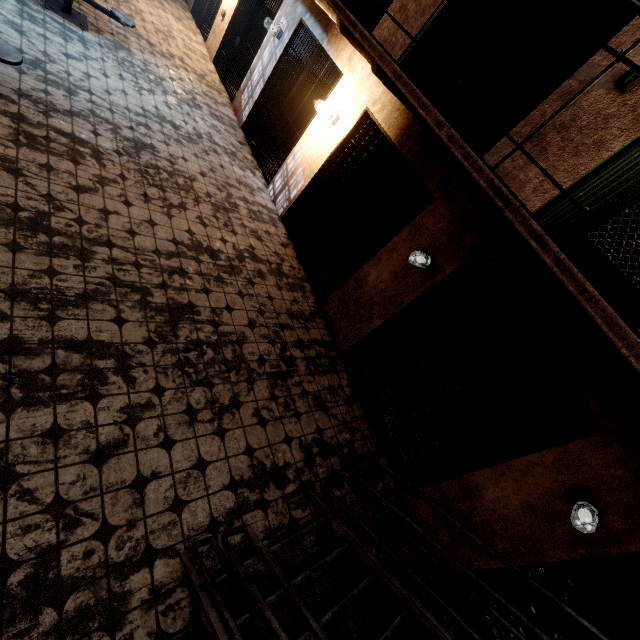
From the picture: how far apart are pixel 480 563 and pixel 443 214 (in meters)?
4.03

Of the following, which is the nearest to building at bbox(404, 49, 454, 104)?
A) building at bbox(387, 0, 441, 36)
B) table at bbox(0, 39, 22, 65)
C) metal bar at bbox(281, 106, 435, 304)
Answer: building at bbox(387, 0, 441, 36)

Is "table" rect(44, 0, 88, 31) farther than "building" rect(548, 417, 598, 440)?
Yes

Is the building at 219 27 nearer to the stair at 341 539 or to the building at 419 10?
the building at 419 10

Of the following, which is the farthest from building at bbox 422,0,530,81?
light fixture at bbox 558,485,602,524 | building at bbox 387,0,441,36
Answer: light fixture at bbox 558,485,602,524

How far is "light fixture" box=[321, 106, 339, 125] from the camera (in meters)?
5.23

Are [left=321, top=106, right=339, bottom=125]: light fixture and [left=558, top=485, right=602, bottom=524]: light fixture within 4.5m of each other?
no

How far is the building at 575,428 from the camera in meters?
4.2
